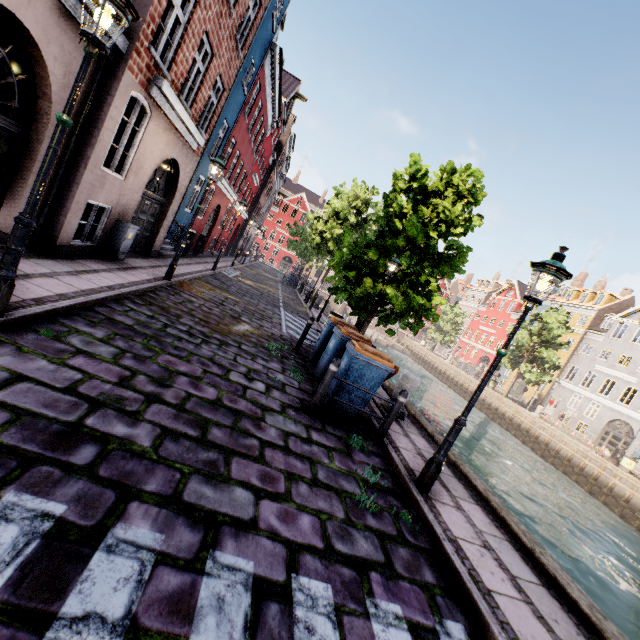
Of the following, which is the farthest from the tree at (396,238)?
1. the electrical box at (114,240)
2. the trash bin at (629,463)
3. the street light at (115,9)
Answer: the electrical box at (114,240)

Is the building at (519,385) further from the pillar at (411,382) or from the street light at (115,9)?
the pillar at (411,382)

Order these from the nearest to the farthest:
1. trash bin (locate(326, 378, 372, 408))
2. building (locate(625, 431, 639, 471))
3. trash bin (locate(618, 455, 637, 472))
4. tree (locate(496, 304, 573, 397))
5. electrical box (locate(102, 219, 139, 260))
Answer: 1. trash bin (locate(326, 378, 372, 408))
2. electrical box (locate(102, 219, 139, 260))
3. trash bin (locate(618, 455, 637, 472))
4. building (locate(625, 431, 639, 471))
5. tree (locate(496, 304, 573, 397))

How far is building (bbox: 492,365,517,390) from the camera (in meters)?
42.97

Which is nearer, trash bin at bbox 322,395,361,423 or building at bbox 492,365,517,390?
trash bin at bbox 322,395,361,423

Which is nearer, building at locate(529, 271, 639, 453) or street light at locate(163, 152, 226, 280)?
street light at locate(163, 152, 226, 280)

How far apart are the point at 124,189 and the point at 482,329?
54.94m
